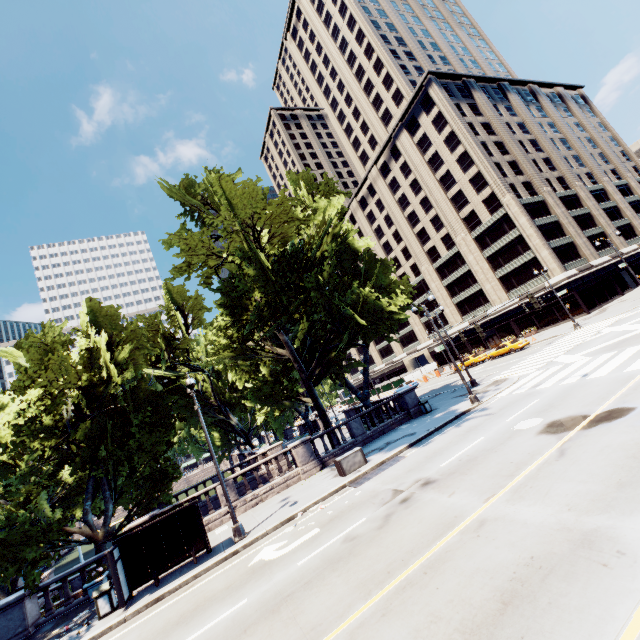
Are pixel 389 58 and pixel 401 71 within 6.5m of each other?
yes

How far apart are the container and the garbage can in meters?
10.2

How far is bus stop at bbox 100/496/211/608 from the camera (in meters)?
12.21

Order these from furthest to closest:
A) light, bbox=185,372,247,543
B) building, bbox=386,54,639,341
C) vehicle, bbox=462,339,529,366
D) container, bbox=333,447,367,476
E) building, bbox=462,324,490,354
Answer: building, bbox=462,324,490,354 < building, bbox=386,54,639,341 < vehicle, bbox=462,339,529,366 < container, bbox=333,447,367,476 < light, bbox=185,372,247,543

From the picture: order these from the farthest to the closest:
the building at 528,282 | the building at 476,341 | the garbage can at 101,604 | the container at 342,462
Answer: the building at 476,341 < the building at 528,282 < the container at 342,462 < the garbage can at 101,604

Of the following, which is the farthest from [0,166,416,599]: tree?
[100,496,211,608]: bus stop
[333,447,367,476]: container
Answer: [333,447,367,476]: container

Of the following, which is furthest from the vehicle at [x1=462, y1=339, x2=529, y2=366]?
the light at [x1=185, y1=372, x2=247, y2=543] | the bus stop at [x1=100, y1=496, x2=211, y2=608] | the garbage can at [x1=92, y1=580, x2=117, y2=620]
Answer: the garbage can at [x1=92, y1=580, x2=117, y2=620]

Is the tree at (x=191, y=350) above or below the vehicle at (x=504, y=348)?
above
